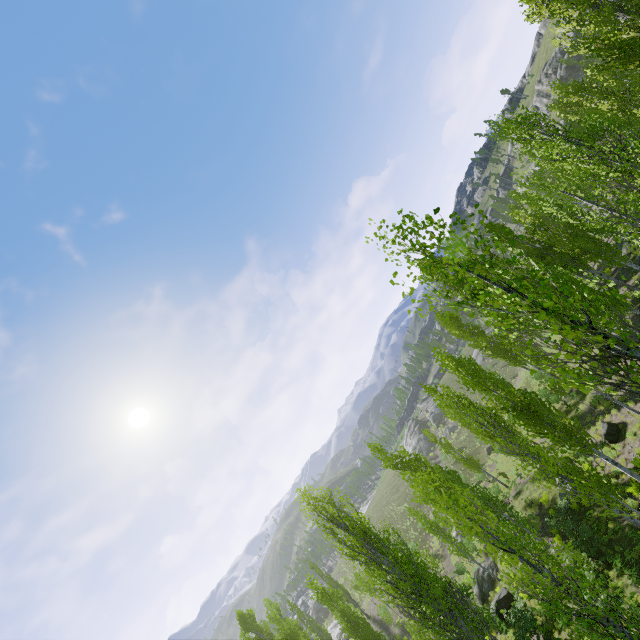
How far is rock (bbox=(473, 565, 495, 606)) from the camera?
25.0 meters

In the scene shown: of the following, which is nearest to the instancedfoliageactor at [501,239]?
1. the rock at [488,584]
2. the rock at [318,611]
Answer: the rock at [488,584]

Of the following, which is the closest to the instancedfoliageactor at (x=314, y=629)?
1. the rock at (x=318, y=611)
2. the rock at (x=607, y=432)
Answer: the rock at (x=607, y=432)

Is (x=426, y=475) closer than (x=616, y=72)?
Yes

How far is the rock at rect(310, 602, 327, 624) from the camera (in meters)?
57.40

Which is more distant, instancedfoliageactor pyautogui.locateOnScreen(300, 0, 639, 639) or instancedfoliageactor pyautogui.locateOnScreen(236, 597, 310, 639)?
instancedfoliageactor pyautogui.locateOnScreen(236, 597, 310, 639)

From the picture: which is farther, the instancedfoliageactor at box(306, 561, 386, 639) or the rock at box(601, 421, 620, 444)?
the instancedfoliageactor at box(306, 561, 386, 639)

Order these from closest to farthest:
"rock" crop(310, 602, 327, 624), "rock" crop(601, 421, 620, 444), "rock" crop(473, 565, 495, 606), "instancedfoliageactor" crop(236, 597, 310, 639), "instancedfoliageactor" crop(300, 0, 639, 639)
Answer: "instancedfoliageactor" crop(300, 0, 639, 639) → "rock" crop(601, 421, 620, 444) → "rock" crop(473, 565, 495, 606) → "instancedfoliageactor" crop(236, 597, 310, 639) → "rock" crop(310, 602, 327, 624)
